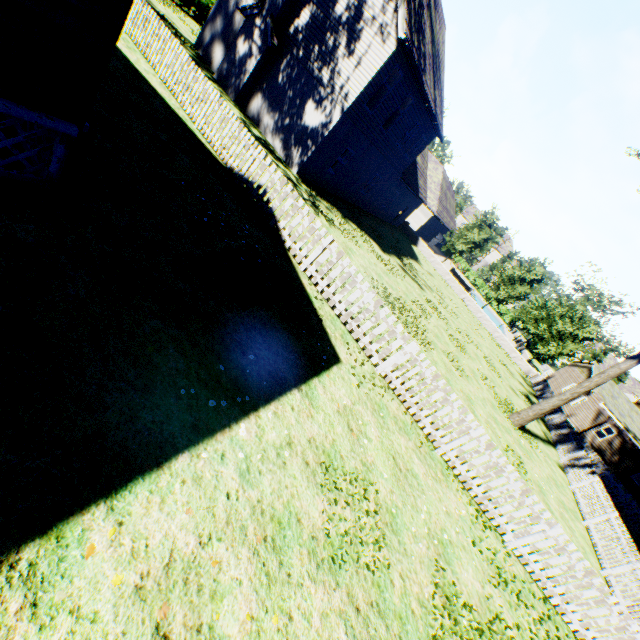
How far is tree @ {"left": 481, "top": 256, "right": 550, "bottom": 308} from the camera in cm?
3111

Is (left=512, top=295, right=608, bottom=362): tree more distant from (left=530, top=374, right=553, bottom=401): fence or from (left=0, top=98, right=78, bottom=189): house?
(left=0, top=98, right=78, bottom=189): house

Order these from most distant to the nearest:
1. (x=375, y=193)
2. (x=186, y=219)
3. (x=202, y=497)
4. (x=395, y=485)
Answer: (x=375, y=193)
(x=186, y=219)
(x=395, y=485)
(x=202, y=497)

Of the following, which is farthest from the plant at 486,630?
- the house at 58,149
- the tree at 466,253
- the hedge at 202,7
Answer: the hedge at 202,7

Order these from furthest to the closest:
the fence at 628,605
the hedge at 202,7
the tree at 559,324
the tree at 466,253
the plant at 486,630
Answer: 1. the tree at 466,253
2. the tree at 559,324
3. the hedge at 202,7
4. the fence at 628,605
5. the plant at 486,630

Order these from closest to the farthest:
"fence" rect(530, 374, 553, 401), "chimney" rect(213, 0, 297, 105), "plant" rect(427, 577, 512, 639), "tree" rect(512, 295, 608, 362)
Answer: "plant" rect(427, 577, 512, 639) → "chimney" rect(213, 0, 297, 105) → "fence" rect(530, 374, 553, 401) → "tree" rect(512, 295, 608, 362)

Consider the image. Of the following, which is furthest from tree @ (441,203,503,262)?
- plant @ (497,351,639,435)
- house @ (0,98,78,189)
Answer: house @ (0,98,78,189)
